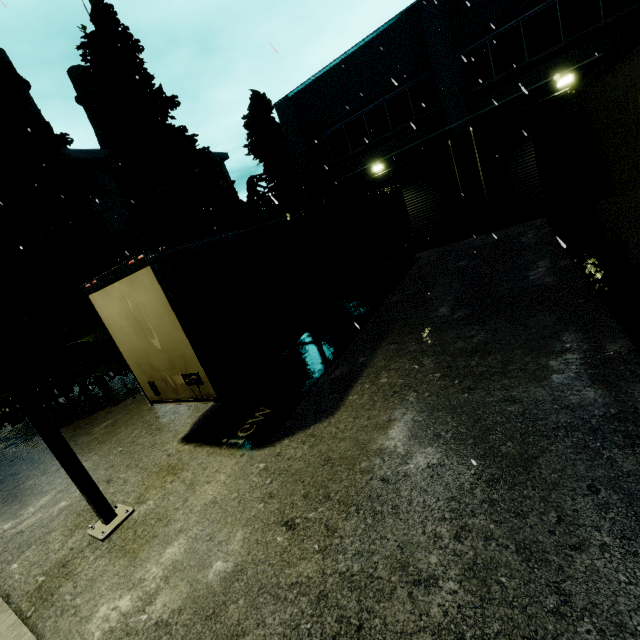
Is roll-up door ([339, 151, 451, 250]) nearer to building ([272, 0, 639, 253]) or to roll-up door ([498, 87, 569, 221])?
building ([272, 0, 639, 253])

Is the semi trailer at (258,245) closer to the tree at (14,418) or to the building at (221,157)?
the building at (221,157)

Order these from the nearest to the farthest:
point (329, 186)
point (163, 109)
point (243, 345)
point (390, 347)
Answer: point (243, 345), point (390, 347), point (163, 109), point (329, 186)

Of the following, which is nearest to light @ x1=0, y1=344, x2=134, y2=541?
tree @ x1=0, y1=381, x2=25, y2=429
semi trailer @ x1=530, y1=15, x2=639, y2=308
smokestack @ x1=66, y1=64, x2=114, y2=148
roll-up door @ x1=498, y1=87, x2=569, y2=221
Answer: semi trailer @ x1=530, y1=15, x2=639, y2=308

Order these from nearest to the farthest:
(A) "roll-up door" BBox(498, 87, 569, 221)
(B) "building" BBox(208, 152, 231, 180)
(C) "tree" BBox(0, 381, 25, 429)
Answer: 1. (C) "tree" BBox(0, 381, 25, 429)
2. (A) "roll-up door" BBox(498, 87, 569, 221)
3. (B) "building" BBox(208, 152, 231, 180)

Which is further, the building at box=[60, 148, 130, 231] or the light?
the building at box=[60, 148, 130, 231]

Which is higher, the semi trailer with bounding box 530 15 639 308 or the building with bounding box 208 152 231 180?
the building with bounding box 208 152 231 180

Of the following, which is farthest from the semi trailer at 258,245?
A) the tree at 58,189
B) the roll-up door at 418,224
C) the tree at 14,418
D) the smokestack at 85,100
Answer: the smokestack at 85,100
